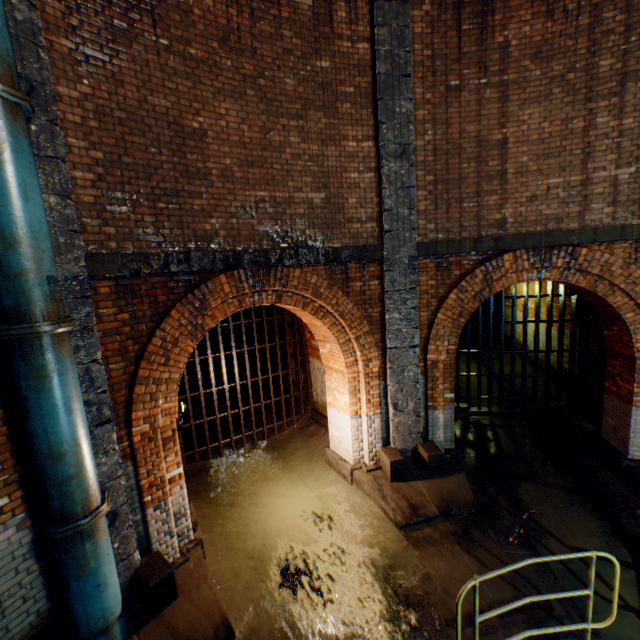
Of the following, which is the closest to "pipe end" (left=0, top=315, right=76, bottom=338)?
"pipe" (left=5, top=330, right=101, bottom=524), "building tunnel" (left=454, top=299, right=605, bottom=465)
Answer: "pipe" (left=5, top=330, right=101, bottom=524)

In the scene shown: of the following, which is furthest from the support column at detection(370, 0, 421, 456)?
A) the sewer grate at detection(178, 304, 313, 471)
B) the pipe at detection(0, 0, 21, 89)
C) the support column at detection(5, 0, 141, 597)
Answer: the pipe at detection(0, 0, 21, 89)

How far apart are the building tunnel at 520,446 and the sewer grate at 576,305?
0.00m

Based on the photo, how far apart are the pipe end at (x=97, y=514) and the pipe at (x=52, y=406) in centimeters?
1cm

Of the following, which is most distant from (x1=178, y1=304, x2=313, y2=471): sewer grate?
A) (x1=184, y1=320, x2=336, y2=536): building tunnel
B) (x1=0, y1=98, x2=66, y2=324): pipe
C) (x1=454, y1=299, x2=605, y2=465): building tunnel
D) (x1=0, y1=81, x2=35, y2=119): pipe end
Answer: (x1=0, y1=81, x2=35, y2=119): pipe end

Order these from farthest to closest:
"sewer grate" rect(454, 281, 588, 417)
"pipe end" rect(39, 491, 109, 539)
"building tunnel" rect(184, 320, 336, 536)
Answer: "sewer grate" rect(454, 281, 588, 417)
"building tunnel" rect(184, 320, 336, 536)
"pipe end" rect(39, 491, 109, 539)

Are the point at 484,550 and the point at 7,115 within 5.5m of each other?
no

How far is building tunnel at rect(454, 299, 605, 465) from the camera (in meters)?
7.56
